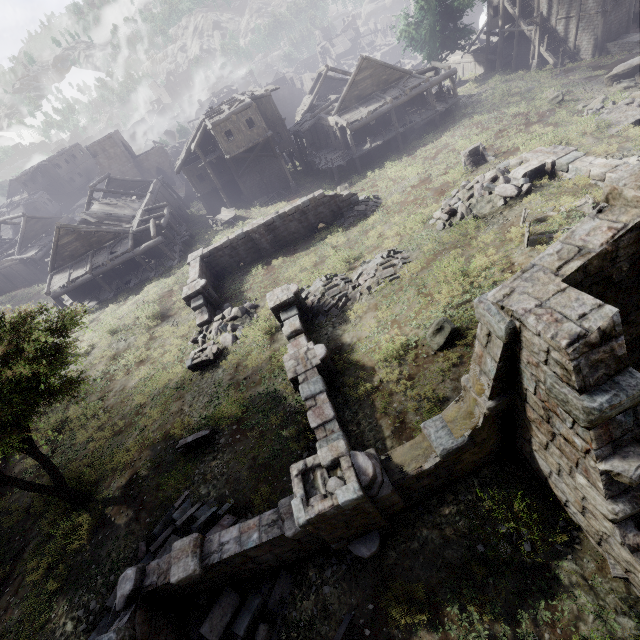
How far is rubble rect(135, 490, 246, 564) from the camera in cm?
912

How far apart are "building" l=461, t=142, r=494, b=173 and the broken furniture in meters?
7.9 m

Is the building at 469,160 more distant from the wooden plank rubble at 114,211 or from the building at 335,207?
the wooden plank rubble at 114,211

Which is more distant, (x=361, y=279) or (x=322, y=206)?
(x=322, y=206)

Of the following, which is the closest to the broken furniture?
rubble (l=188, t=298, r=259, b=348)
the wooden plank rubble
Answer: rubble (l=188, t=298, r=259, b=348)

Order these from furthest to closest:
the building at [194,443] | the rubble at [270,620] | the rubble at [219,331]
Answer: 1. the rubble at [219,331]
2. the building at [194,443]
3. the rubble at [270,620]

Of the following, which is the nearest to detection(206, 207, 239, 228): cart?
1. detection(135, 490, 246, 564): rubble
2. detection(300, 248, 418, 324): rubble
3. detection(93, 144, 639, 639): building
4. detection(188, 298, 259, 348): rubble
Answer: detection(188, 298, 259, 348): rubble

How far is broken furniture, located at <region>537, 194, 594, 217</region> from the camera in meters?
12.0 m
